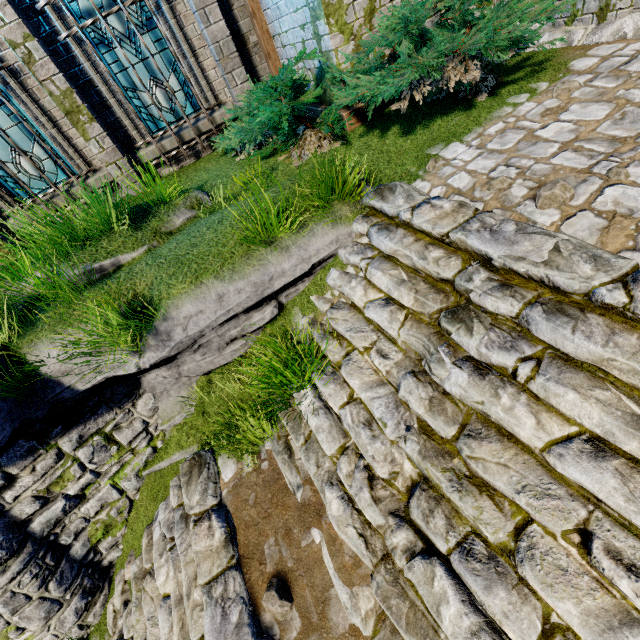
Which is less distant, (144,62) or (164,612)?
(164,612)

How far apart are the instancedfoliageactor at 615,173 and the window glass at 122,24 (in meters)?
7.31

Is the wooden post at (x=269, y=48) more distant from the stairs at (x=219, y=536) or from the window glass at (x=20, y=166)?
the stairs at (x=219, y=536)

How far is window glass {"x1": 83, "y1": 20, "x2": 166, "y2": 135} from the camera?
5.8 meters

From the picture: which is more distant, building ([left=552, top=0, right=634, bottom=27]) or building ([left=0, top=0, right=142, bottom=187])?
building ([left=0, top=0, right=142, bottom=187])

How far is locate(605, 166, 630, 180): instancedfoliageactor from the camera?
2.63m

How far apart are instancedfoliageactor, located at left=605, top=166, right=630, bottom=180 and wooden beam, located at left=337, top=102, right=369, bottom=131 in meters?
3.7

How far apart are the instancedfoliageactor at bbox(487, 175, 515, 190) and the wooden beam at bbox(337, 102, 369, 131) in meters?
3.0 m
